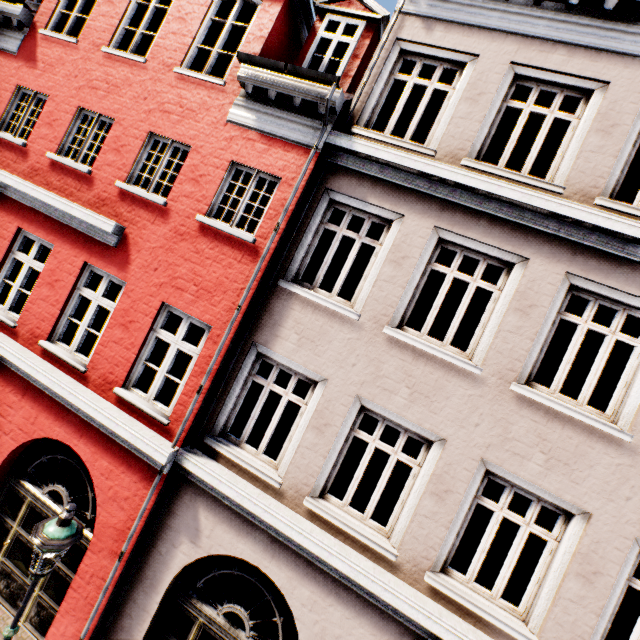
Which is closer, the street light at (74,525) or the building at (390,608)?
the street light at (74,525)

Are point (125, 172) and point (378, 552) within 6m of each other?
no

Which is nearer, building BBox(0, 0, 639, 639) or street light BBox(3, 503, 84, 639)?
street light BBox(3, 503, 84, 639)
